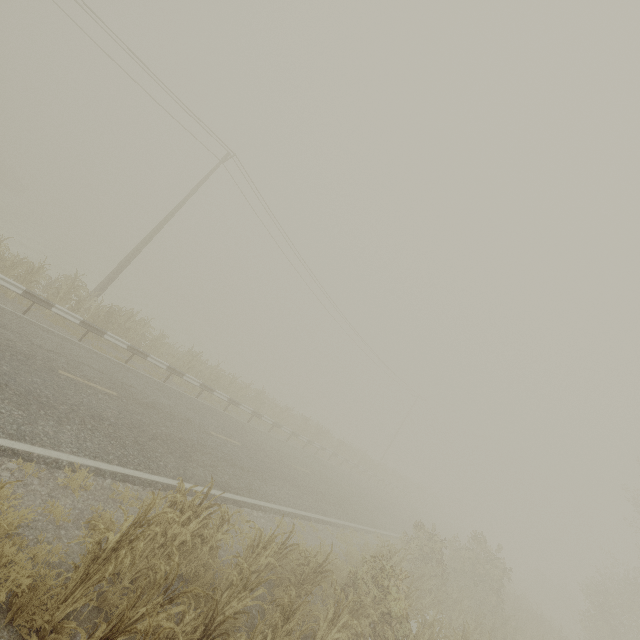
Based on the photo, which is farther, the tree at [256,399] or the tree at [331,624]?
the tree at [256,399]

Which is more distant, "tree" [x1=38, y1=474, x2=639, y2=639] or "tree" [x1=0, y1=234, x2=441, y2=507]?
"tree" [x1=0, y1=234, x2=441, y2=507]

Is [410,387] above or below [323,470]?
above
